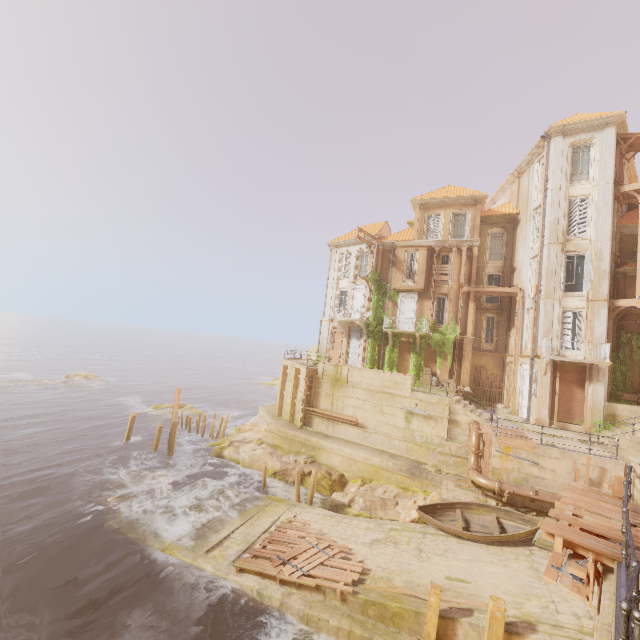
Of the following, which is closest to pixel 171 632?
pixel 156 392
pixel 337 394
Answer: pixel 337 394

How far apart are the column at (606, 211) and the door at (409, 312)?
12.0m

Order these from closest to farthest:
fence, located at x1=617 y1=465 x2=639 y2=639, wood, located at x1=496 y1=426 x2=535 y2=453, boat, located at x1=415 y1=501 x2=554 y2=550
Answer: fence, located at x1=617 y1=465 x2=639 y2=639
boat, located at x1=415 y1=501 x2=554 y2=550
wood, located at x1=496 y1=426 x2=535 y2=453

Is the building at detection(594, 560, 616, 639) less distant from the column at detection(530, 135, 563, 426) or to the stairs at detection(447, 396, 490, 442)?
the stairs at detection(447, 396, 490, 442)

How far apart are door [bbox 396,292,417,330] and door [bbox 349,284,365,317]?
3.2m

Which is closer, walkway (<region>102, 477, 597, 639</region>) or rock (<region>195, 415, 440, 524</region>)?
walkway (<region>102, 477, 597, 639</region>)

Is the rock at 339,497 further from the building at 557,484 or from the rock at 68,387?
the rock at 68,387

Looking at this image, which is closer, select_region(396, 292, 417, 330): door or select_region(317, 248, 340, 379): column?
select_region(317, 248, 340, 379): column
